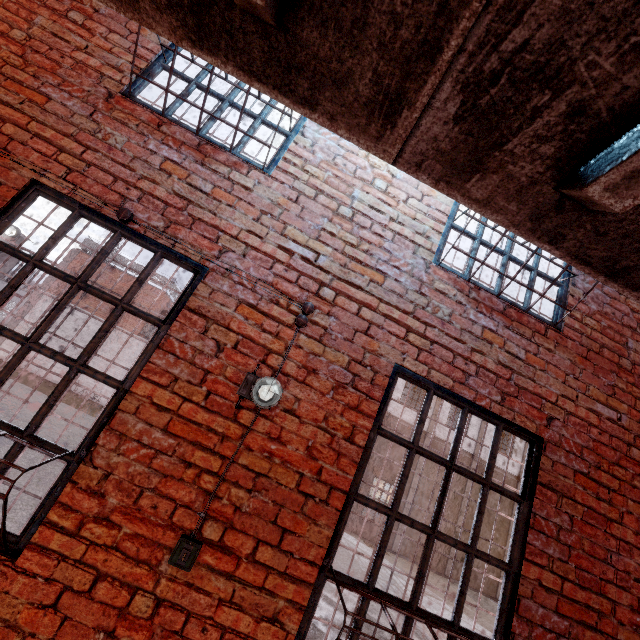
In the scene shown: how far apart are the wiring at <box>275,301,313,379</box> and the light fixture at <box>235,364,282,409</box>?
0.0m

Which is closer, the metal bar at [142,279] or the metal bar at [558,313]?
the metal bar at [142,279]

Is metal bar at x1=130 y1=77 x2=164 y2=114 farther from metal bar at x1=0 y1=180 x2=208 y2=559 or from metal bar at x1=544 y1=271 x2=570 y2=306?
metal bar at x1=544 y1=271 x2=570 y2=306

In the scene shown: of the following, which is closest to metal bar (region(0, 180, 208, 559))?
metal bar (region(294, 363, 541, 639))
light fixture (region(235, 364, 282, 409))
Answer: light fixture (region(235, 364, 282, 409))

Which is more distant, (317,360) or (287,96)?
(317,360)

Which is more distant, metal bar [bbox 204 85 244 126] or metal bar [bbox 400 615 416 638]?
metal bar [bbox 204 85 244 126]

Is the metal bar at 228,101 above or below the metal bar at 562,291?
above
